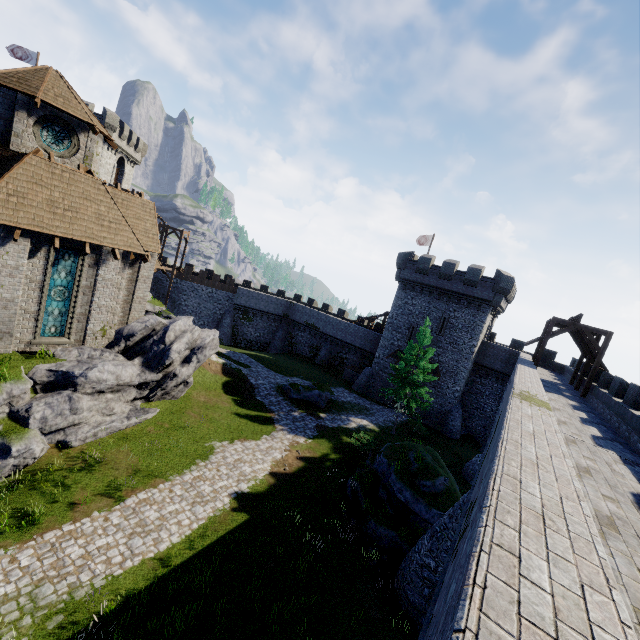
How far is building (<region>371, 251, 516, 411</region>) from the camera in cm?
3186

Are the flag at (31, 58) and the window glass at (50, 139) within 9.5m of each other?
no

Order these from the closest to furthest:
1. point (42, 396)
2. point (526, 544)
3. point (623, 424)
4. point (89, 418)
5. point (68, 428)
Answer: point (526, 544), point (623, 424), point (42, 396), point (68, 428), point (89, 418)

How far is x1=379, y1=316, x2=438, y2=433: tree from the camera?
26.5m

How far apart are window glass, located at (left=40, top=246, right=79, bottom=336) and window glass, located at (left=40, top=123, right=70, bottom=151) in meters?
5.9

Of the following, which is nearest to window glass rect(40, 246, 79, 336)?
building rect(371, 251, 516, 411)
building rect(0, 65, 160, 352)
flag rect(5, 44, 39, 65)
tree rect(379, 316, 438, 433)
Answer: building rect(0, 65, 160, 352)

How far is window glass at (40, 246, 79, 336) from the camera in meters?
15.7 m

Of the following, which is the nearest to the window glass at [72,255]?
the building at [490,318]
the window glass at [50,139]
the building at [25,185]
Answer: the building at [25,185]
